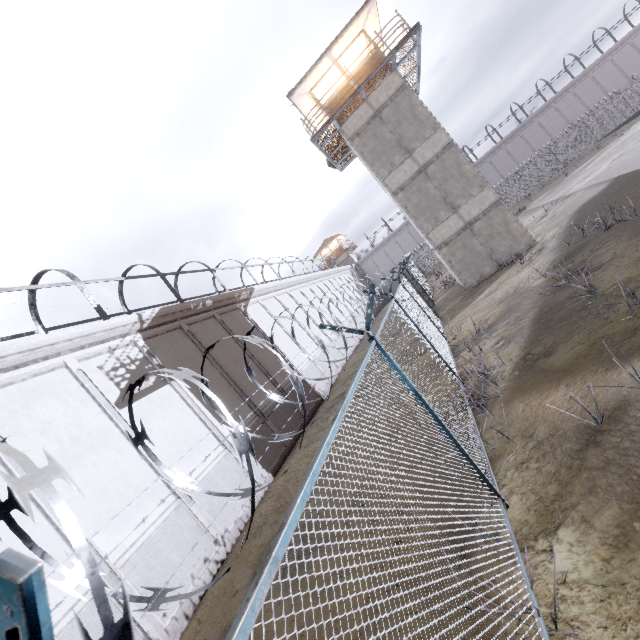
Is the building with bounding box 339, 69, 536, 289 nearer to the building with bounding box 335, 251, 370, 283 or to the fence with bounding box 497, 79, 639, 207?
the fence with bounding box 497, 79, 639, 207

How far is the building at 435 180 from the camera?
17.1m

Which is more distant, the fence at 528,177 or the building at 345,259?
the building at 345,259

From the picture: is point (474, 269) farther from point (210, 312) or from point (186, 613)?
point (186, 613)

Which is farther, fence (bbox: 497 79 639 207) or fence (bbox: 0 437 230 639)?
fence (bbox: 497 79 639 207)

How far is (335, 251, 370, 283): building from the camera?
56.3 meters

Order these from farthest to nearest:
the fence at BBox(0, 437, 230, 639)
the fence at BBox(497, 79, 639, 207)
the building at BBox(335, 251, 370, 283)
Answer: the building at BBox(335, 251, 370, 283)
the fence at BBox(497, 79, 639, 207)
the fence at BBox(0, 437, 230, 639)

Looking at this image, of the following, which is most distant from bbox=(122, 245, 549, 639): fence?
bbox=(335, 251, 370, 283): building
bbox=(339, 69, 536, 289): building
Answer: bbox=(335, 251, 370, 283): building
